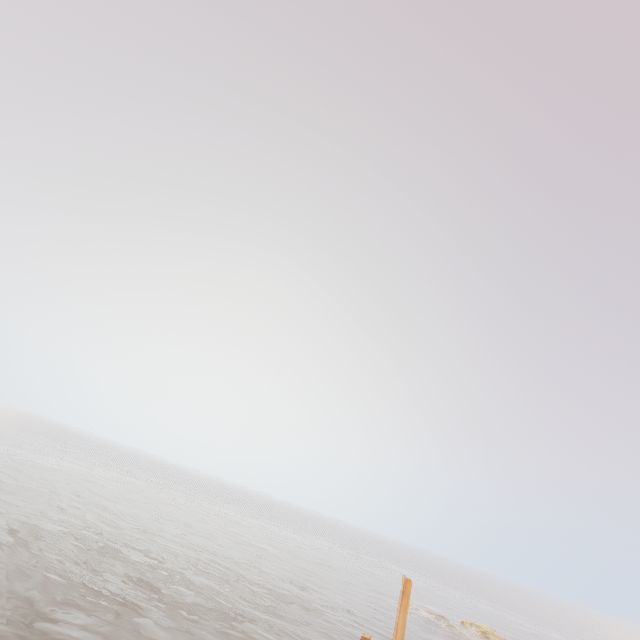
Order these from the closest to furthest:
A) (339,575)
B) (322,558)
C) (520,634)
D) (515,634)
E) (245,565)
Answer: (245,565) < (339,575) < (515,634) < (520,634) < (322,558)

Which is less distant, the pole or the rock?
the pole

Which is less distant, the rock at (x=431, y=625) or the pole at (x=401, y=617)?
the pole at (x=401, y=617)

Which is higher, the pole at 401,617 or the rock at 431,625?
the pole at 401,617

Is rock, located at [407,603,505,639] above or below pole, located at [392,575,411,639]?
below
